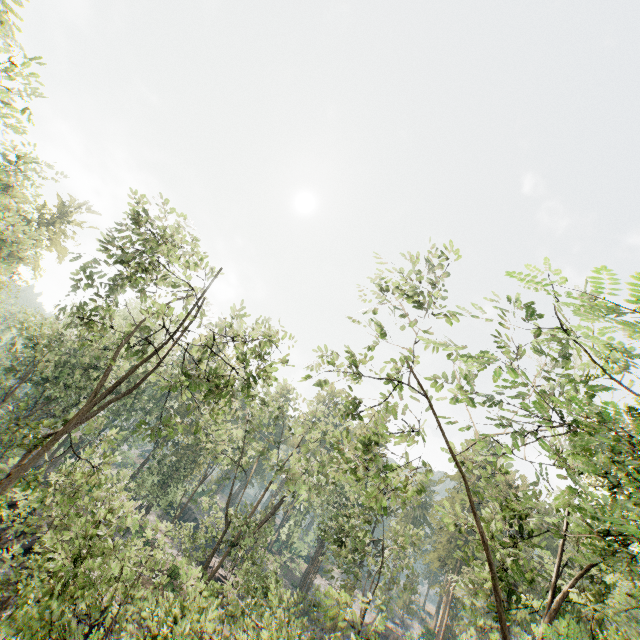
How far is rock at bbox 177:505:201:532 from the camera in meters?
53.2

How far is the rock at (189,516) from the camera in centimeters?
5316cm

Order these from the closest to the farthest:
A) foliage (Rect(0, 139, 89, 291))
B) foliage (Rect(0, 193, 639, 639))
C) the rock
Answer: foliage (Rect(0, 193, 639, 639)) → foliage (Rect(0, 139, 89, 291)) → the rock

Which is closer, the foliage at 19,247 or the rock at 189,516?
the foliage at 19,247

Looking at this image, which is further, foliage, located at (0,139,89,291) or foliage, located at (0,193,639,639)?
foliage, located at (0,139,89,291)

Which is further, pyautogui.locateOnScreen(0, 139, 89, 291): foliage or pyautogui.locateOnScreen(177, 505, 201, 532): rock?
pyautogui.locateOnScreen(177, 505, 201, 532): rock

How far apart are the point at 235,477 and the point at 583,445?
26.98m

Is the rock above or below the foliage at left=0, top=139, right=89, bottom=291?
below
